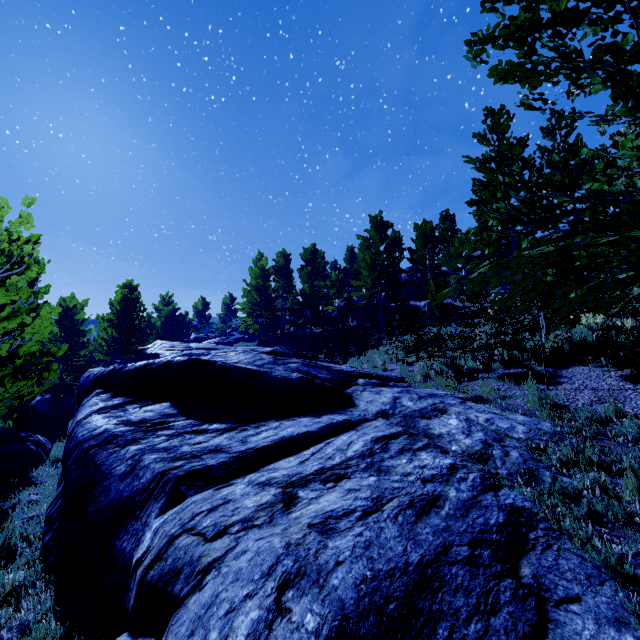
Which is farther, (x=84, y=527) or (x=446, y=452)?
(x=446, y=452)

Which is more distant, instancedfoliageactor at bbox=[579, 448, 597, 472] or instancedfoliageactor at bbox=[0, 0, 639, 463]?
instancedfoliageactor at bbox=[579, 448, 597, 472]

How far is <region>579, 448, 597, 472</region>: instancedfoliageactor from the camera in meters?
3.9 m

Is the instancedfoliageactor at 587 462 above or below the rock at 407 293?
below

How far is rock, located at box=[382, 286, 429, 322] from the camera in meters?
27.8

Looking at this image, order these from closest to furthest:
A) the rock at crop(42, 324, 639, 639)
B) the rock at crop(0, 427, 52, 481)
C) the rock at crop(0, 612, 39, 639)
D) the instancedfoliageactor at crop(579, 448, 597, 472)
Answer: the rock at crop(42, 324, 639, 639) < the rock at crop(0, 612, 39, 639) < the instancedfoliageactor at crop(579, 448, 597, 472) < the rock at crop(0, 427, 52, 481)

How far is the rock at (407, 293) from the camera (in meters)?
27.77

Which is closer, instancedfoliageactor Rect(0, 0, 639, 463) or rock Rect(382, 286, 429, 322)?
instancedfoliageactor Rect(0, 0, 639, 463)
